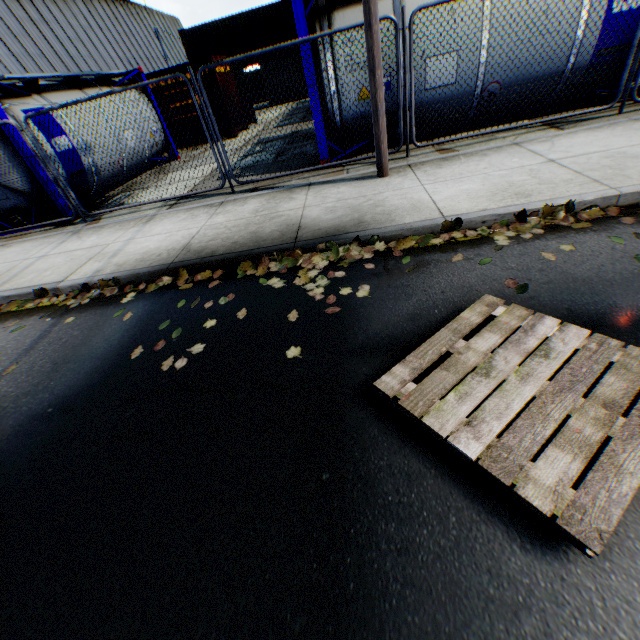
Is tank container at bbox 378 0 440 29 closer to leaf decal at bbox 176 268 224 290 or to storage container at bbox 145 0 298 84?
leaf decal at bbox 176 268 224 290

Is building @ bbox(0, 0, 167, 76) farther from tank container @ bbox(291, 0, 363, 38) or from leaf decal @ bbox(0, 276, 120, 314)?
tank container @ bbox(291, 0, 363, 38)

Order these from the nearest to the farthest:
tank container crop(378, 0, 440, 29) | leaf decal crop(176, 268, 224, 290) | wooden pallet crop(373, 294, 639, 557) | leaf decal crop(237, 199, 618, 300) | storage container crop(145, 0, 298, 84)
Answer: wooden pallet crop(373, 294, 639, 557), leaf decal crop(237, 199, 618, 300), leaf decal crop(176, 268, 224, 290), tank container crop(378, 0, 440, 29), storage container crop(145, 0, 298, 84)

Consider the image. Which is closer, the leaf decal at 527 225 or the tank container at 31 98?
the leaf decal at 527 225

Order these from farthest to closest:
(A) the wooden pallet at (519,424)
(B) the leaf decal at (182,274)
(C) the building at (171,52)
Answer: (C) the building at (171,52) → (B) the leaf decal at (182,274) → (A) the wooden pallet at (519,424)

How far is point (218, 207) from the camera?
6.4m

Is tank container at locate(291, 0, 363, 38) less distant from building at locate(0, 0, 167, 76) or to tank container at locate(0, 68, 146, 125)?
tank container at locate(0, 68, 146, 125)

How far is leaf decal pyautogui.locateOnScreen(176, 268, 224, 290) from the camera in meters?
4.4 m
